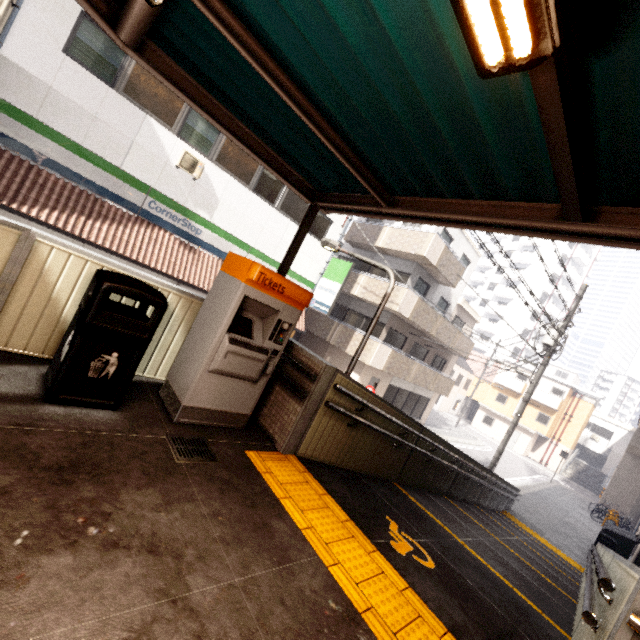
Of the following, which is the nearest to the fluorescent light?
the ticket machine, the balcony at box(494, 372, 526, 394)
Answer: the ticket machine

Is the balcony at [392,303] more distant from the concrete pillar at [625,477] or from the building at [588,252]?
the building at [588,252]

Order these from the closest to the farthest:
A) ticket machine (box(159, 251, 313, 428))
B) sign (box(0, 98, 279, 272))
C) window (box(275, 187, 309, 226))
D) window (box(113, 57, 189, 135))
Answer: ticket machine (box(159, 251, 313, 428)) < sign (box(0, 98, 279, 272)) < window (box(113, 57, 189, 135)) < window (box(275, 187, 309, 226))

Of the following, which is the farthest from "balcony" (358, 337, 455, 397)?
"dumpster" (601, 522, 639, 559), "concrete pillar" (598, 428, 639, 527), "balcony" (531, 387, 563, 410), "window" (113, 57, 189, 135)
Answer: "balcony" (531, 387, 563, 410)

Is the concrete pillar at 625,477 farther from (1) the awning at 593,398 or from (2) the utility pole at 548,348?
(2) the utility pole at 548,348

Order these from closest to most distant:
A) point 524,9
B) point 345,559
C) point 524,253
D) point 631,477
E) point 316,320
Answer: point 524,9 → point 345,559 → point 316,320 → point 631,477 → point 524,253

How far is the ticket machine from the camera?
3.35m

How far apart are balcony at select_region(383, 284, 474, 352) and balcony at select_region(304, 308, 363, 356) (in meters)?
1.58
